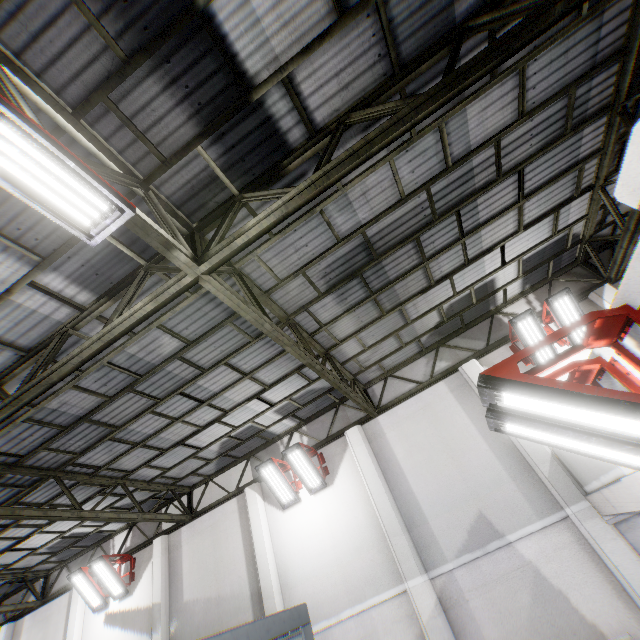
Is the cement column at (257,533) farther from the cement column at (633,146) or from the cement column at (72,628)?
the cement column at (633,146)

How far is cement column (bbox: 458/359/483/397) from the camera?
9.0m

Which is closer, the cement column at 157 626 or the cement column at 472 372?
the cement column at 472 372

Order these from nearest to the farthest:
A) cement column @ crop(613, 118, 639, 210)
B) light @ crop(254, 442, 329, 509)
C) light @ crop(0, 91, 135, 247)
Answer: cement column @ crop(613, 118, 639, 210), light @ crop(0, 91, 135, 247), light @ crop(254, 442, 329, 509)

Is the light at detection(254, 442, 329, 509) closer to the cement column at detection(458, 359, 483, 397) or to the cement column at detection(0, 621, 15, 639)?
the cement column at detection(458, 359, 483, 397)

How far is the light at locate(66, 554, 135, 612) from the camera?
10.9m

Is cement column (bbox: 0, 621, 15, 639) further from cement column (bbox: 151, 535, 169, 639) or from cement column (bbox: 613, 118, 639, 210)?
cement column (bbox: 613, 118, 639, 210)

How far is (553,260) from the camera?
9.2m
